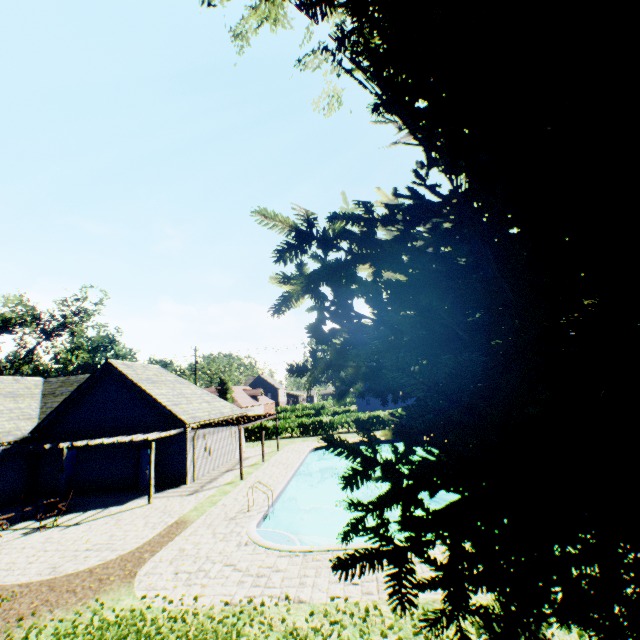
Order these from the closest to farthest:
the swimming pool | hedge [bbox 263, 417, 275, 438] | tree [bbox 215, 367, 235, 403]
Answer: the swimming pool
hedge [bbox 263, 417, 275, 438]
tree [bbox 215, 367, 235, 403]

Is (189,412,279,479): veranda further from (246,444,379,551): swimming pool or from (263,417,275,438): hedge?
(263,417,275,438): hedge

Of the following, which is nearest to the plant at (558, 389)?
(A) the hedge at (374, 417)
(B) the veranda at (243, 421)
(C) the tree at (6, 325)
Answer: (C) the tree at (6, 325)

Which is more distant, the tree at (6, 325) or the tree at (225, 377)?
the tree at (225, 377)

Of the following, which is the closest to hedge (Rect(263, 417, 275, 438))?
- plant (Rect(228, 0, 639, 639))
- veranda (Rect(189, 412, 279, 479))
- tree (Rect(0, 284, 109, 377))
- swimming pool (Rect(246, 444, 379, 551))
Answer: tree (Rect(0, 284, 109, 377))

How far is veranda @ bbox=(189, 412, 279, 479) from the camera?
19.1 meters

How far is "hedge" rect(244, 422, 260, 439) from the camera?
36.9m

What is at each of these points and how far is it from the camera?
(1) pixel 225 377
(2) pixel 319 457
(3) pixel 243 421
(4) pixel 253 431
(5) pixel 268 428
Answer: (1) tree, 56.72m
(2) swimming pool, 28.03m
(3) veranda, 21.11m
(4) hedge, 37.00m
(5) hedge, 37.09m
